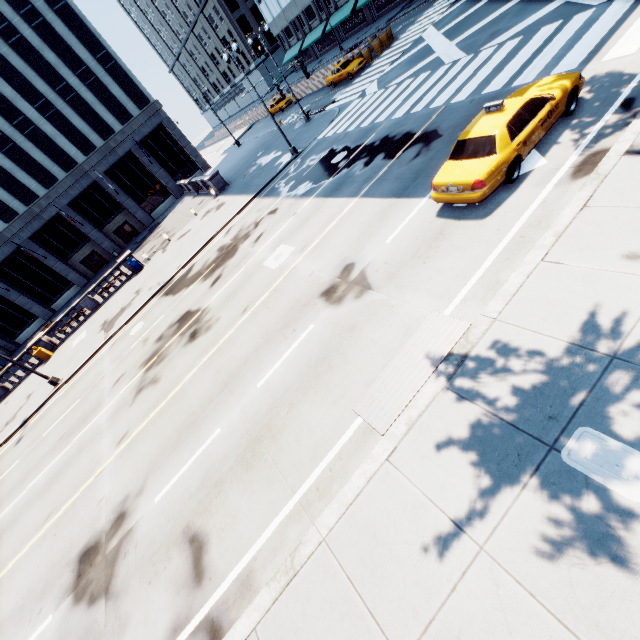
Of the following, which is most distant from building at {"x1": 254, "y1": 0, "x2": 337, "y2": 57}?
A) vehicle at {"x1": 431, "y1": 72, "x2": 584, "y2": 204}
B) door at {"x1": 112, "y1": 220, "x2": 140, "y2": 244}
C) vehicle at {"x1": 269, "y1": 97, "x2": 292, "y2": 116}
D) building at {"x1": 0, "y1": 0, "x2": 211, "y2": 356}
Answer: door at {"x1": 112, "y1": 220, "x2": 140, "y2": 244}

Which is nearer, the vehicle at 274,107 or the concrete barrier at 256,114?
the vehicle at 274,107

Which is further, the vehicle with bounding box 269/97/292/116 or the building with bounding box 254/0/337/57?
the building with bounding box 254/0/337/57

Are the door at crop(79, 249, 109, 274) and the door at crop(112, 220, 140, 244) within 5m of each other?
yes

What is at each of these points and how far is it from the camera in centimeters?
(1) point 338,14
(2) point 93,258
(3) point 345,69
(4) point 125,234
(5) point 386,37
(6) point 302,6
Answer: (1) building, 4934cm
(2) door, 4359cm
(3) vehicle, 3055cm
(4) door, 4466cm
(5) traffic cone, 3048cm
(6) building, 5338cm

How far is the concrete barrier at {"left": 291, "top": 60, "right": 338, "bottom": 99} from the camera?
37.3 meters

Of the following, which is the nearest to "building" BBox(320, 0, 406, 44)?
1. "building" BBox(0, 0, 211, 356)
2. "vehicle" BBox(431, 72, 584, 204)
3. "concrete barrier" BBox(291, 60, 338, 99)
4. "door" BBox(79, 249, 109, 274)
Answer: "concrete barrier" BBox(291, 60, 338, 99)

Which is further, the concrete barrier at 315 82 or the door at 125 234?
the door at 125 234
